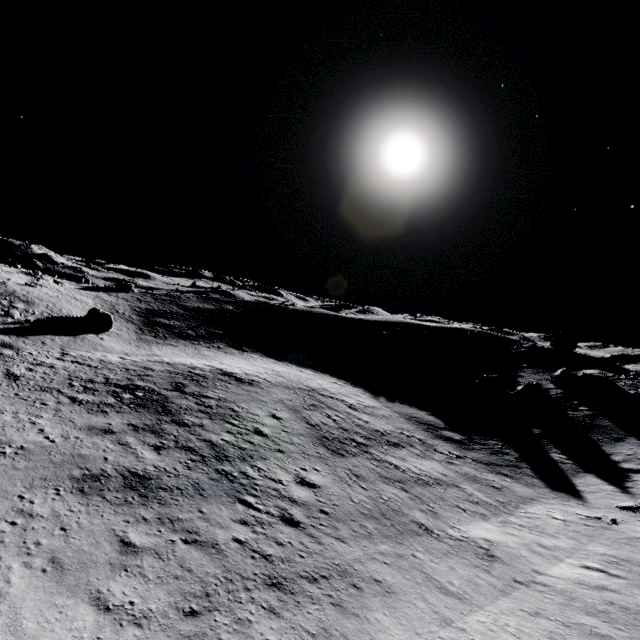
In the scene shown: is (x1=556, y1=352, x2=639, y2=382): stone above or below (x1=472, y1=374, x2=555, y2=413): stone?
above

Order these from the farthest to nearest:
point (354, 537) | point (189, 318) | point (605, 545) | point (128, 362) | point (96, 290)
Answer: point (96, 290), point (189, 318), point (128, 362), point (605, 545), point (354, 537)

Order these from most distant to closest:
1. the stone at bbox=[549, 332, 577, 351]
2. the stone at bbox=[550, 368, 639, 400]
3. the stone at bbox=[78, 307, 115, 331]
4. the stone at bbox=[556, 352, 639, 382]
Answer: the stone at bbox=[549, 332, 577, 351] < the stone at bbox=[78, 307, 115, 331] < the stone at bbox=[556, 352, 639, 382] < the stone at bbox=[550, 368, 639, 400]

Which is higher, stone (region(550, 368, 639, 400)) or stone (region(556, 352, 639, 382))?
stone (region(556, 352, 639, 382))

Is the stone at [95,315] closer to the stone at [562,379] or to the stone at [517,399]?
the stone at [517,399]

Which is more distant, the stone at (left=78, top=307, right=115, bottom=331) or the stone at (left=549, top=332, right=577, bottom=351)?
the stone at (left=549, top=332, right=577, bottom=351)

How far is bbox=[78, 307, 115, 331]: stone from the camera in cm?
3909

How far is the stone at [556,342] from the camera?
51.5 meters
